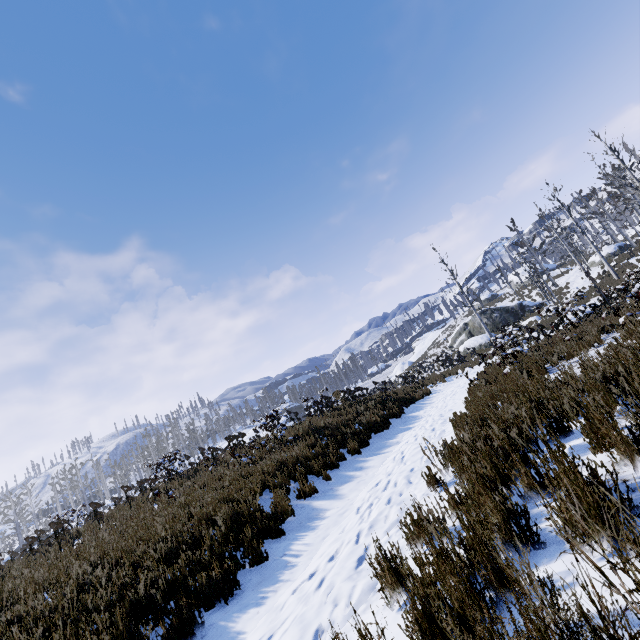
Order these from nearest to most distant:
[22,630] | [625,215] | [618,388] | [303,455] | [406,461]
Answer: [618,388] → [22,630] → [406,461] → [303,455] → [625,215]

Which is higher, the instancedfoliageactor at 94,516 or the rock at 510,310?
the instancedfoliageactor at 94,516

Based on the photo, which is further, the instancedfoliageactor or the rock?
the rock

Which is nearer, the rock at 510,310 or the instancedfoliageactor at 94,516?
the instancedfoliageactor at 94,516

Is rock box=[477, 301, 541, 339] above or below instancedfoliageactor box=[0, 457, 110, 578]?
below

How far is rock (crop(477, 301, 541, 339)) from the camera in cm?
3347
